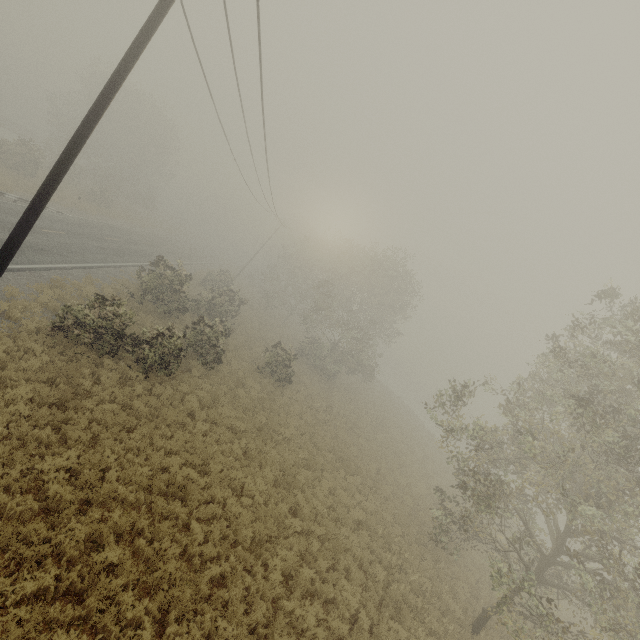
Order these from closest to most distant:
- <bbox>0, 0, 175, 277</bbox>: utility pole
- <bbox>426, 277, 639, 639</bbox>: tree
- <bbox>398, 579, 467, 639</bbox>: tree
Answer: <bbox>0, 0, 175, 277</bbox>: utility pole, <bbox>426, 277, 639, 639</bbox>: tree, <bbox>398, 579, 467, 639</bbox>: tree

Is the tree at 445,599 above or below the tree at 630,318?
below

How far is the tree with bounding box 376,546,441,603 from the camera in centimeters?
1138cm

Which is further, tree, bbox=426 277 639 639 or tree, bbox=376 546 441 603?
tree, bbox=376 546 441 603

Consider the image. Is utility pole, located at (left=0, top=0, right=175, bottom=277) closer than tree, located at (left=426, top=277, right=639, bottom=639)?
Yes

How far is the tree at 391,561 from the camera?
Answer: 11.4 meters

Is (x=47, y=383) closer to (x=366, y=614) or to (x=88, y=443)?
(x=88, y=443)
